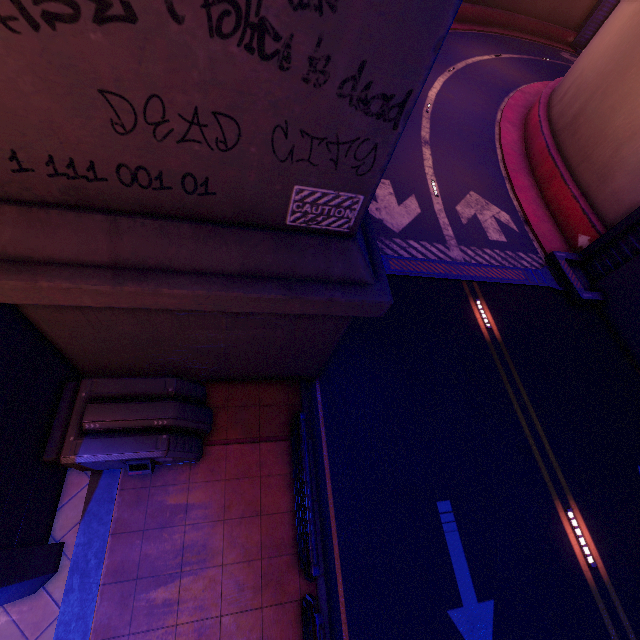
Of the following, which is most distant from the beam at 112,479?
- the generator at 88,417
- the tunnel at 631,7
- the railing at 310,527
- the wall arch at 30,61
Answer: the tunnel at 631,7

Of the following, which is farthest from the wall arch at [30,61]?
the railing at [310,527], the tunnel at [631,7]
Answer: the railing at [310,527]

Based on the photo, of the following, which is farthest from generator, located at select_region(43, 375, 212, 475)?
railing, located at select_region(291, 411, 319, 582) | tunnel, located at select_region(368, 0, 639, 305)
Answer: tunnel, located at select_region(368, 0, 639, 305)

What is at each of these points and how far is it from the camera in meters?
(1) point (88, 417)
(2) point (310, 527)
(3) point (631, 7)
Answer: (1) generator, 5.3
(2) railing, 5.4
(3) tunnel, 15.9

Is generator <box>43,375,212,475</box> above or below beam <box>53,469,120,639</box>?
above

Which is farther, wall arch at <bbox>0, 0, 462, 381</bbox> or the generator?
the generator

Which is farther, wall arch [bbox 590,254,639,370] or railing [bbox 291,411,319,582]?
wall arch [bbox 590,254,639,370]

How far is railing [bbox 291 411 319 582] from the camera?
5.3 meters
